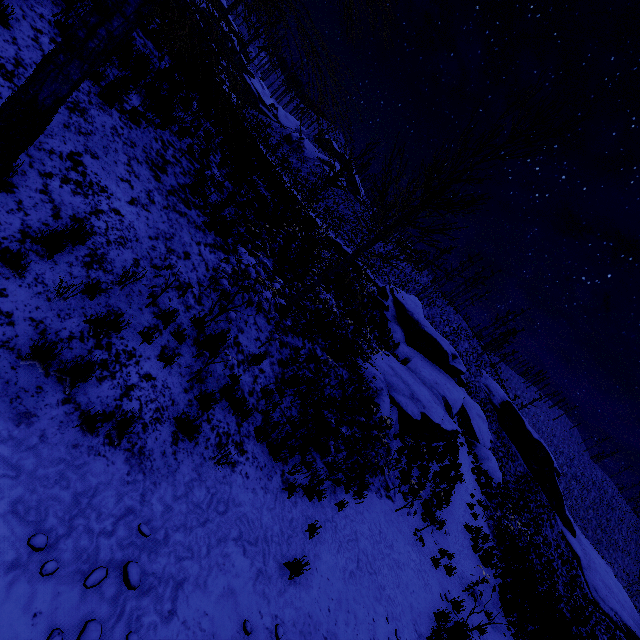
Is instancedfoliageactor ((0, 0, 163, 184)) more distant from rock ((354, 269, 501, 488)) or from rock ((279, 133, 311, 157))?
rock ((279, 133, 311, 157))

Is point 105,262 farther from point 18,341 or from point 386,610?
point 386,610

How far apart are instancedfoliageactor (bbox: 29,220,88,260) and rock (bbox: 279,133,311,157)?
60.8 meters

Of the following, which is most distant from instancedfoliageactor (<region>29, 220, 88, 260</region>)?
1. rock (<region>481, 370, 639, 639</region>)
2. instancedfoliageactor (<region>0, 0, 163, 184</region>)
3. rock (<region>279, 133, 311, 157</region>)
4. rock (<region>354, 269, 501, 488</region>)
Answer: rock (<region>279, 133, 311, 157</region>)

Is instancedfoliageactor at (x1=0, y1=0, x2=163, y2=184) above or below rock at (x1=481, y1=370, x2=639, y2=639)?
below

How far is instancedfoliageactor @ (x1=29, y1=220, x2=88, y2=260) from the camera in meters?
4.2 m

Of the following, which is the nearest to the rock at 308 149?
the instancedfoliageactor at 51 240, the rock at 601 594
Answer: the rock at 601 594

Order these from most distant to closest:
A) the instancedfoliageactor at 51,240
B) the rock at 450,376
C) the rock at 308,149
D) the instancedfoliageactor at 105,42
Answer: the rock at 308,149 < the rock at 450,376 < the instancedfoliageactor at 51,240 < the instancedfoliageactor at 105,42
